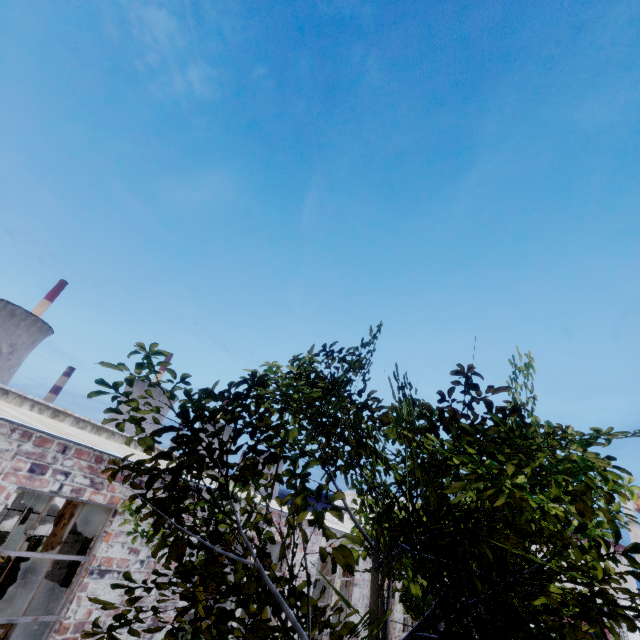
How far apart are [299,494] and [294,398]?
1.11m

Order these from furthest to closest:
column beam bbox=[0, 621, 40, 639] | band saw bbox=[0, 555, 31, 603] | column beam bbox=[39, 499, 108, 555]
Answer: band saw bbox=[0, 555, 31, 603] → column beam bbox=[39, 499, 108, 555] → column beam bbox=[0, 621, 40, 639]

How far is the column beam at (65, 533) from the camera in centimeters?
753cm

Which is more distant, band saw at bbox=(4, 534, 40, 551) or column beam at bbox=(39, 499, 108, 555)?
band saw at bbox=(4, 534, 40, 551)

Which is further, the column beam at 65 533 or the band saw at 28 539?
the band saw at 28 539

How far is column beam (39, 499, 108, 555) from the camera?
7.5m
